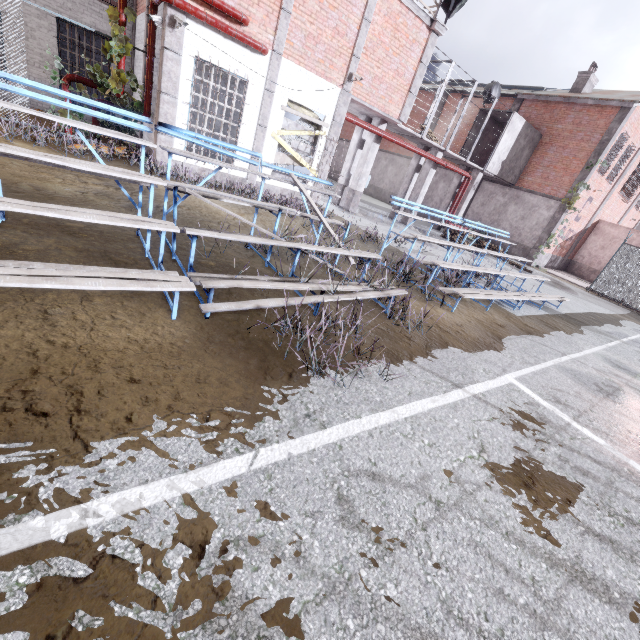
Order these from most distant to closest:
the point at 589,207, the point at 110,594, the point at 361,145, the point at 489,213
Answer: the point at 489,213, the point at 589,207, the point at 361,145, the point at 110,594

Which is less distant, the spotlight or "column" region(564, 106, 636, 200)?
the spotlight

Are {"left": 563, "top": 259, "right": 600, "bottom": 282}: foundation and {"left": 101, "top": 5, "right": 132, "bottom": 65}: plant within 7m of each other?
no

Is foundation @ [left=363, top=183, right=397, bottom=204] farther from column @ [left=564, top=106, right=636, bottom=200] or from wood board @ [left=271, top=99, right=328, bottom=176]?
wood board @ [left=271, top=99, right=328, bottom=176]

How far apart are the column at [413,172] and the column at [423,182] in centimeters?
46cm

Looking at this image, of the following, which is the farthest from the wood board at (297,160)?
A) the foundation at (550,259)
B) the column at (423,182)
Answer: the foundation at (550,259)

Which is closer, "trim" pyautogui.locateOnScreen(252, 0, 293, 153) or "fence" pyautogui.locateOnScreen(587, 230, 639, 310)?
"trim" pyautogui.locateOnScreen(252, 0, 293, 153)

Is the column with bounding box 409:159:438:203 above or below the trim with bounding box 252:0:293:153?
below
